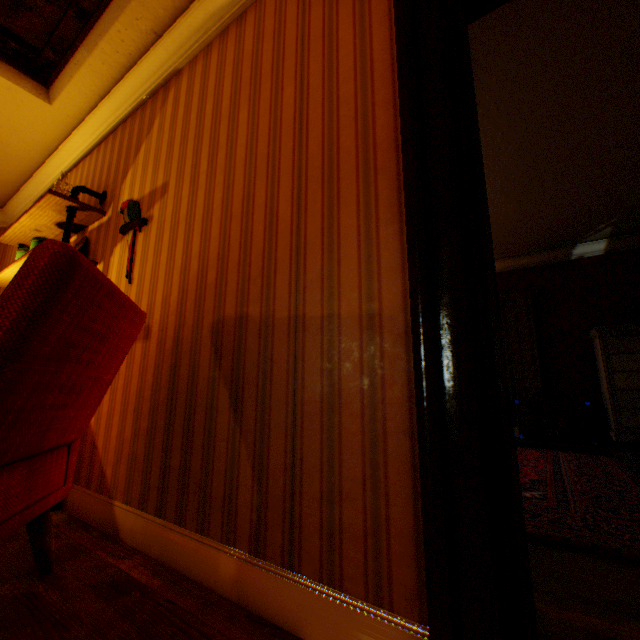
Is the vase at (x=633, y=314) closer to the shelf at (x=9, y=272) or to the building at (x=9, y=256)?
the building at (x=9, y=256)

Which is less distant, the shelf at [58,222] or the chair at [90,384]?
the chair at [90,384]

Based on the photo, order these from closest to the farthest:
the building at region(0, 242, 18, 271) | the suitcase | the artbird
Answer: the artbird < the building at region(0, 242, 18, 271) < the suitcase

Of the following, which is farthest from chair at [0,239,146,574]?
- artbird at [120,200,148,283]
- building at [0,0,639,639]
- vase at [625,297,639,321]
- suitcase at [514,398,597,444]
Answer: vase at [625,297,639,321]

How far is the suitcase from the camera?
4.7m

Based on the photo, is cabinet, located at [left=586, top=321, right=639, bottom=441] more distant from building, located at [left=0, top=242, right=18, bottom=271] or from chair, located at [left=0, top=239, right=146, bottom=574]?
chair, located at [left=0, top=239, right=146, bottom=574]

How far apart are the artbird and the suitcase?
5.7 meters

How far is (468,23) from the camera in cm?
136
